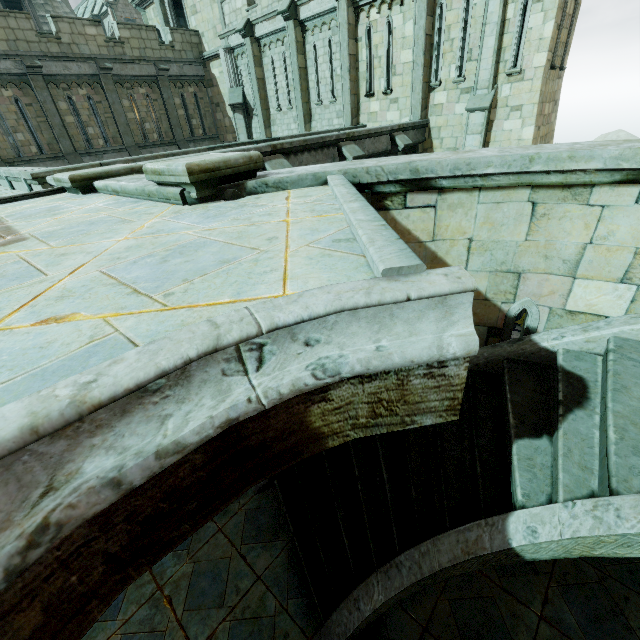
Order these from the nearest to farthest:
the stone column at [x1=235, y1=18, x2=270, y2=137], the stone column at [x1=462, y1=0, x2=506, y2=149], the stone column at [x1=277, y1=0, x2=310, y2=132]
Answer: the stone column at [x1=462, y1=0, x2=506, y2=149] < the stone column at [x1=277, y1=0, x2=310, y2=132] < the stone column at [x1=235, y1=18, x2=270, y2=137]

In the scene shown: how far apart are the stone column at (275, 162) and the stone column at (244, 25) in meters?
12.7 m

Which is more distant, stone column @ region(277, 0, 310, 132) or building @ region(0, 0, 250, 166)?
building @ region(0, 0, 250, 166)

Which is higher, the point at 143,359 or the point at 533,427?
the point at 143,359

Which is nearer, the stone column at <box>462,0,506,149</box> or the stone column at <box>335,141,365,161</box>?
the stone column at <box>335,141,365,161</box>

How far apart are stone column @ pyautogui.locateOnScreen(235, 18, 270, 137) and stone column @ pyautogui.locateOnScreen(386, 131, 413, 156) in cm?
1016

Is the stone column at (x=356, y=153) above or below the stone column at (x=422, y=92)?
below

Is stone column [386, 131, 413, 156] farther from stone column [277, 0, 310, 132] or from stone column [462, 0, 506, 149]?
stone column [277, 0, 310, 132]
